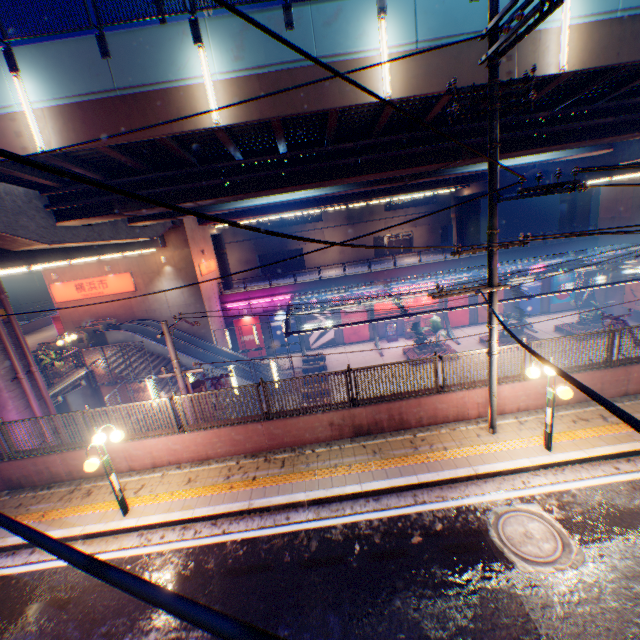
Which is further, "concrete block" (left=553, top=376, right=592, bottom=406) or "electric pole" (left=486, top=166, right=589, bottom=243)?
"concrete block" (left=553, top=376, right=592, bottom=406)

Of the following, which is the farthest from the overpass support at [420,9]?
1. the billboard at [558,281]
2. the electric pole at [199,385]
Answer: the billboard at [558,281]

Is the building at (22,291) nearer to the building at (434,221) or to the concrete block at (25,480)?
the building at (434,221)

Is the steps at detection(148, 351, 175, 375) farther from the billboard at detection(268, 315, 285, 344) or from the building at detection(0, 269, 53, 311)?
the building at detection(0, 269, 53, 311)

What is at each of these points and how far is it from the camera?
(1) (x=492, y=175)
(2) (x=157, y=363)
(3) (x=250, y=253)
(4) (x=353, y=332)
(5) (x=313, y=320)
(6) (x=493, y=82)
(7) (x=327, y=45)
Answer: (1) electric pole, 7.0 meters
(2) steps, 22.6 meters
(3) building, 50.7 meters
(4) billboard, 32.9 meters
(5) billboard, 32.4 meters
(6) electric pole, 6.5 meters
(7) overpass support, 8.8 meters

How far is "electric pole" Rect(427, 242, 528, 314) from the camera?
7.6m

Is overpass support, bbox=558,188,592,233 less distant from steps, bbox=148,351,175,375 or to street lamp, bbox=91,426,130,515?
steps, bbox=148,351,175,375

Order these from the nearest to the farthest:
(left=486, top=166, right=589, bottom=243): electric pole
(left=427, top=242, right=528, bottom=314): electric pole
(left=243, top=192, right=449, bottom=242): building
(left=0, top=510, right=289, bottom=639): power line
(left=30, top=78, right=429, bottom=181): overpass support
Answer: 1. (left=0, top=510, right=289, bottom=639): power line
2. (left=486, top=166, right=589, bottom=243): electric pole
3. (left=427, top=242, right=528, bottom=314): electric pole
4. (left=30, top=78, right=429, bottom=181): overpass support
5. (left=243, top=192, right=449, bottom=242): building
